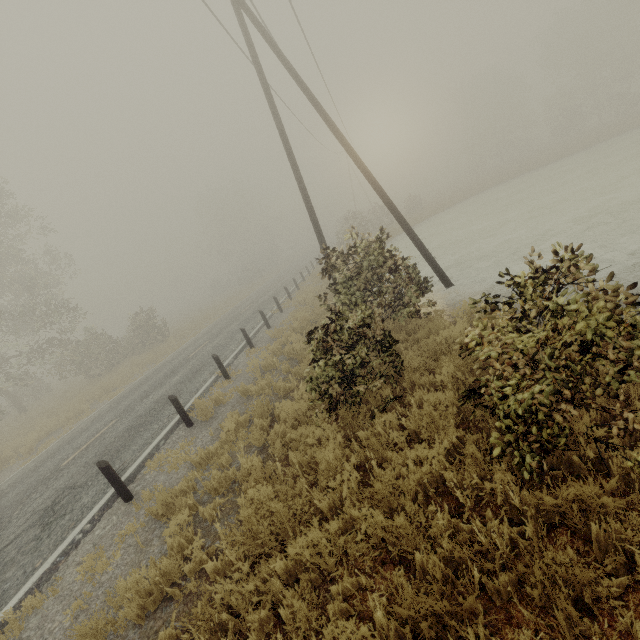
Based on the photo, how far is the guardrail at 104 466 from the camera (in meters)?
6.50

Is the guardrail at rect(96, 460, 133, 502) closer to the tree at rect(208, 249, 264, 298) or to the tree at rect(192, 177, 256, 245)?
the tree at rect(208, 249, 264, 298)

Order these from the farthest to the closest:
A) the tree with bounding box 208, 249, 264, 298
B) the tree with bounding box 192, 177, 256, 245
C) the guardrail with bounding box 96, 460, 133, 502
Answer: the tree with bounding box 192, 177, 256, 245 → the tree with bounding box 208, 249, 264, 298 → the guardrail with bounding box 96, 460, 133, 502

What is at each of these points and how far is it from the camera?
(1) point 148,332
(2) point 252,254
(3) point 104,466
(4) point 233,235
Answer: (1) tree, 27.4 meters
(2) tree, 57.9 meters
(3) guardrail, 6.5 meters
(4) tree, 58.1 meters

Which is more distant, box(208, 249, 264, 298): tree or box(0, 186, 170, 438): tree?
box(208, 249, 264, 298): tree

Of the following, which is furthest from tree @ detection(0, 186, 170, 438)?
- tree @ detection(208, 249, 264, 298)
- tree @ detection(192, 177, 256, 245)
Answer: tree @ detection(192, 177, 256, 245)

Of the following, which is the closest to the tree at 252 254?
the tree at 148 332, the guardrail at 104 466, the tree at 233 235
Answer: the tree at 233 235

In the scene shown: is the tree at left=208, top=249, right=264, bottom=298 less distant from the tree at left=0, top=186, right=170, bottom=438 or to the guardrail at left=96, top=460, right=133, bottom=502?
the tree at left=0, top=186, right=170, bottom=438
